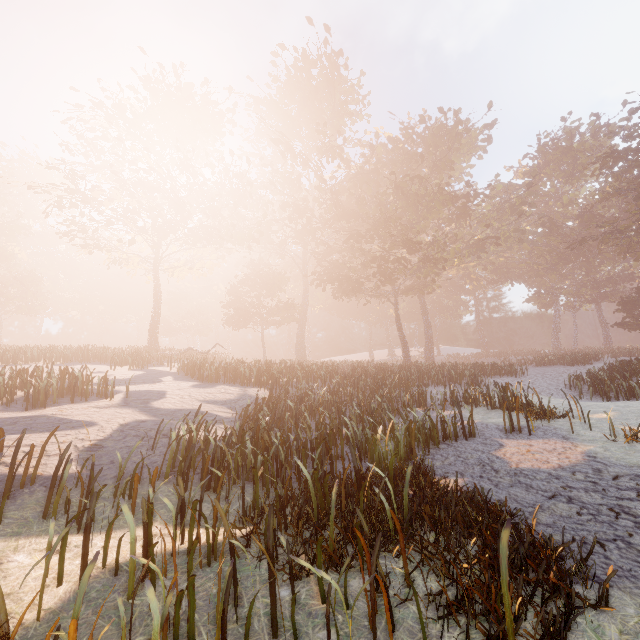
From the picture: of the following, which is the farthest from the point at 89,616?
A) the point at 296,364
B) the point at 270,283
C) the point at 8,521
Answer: the point at 270,283
